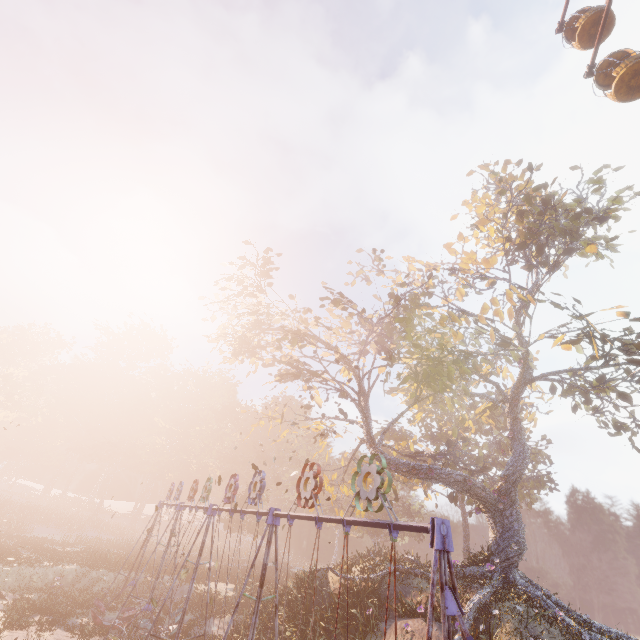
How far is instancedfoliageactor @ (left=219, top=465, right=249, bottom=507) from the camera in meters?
44.0 m

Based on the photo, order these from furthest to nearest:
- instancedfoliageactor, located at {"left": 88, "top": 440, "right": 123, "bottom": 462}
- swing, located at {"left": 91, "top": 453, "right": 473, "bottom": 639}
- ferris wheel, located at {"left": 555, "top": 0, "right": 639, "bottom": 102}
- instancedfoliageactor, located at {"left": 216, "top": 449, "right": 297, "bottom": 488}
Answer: instancedfoliageactor, located at {"left": 88, "top": 440, "right": 123, "bottom": 462}
instancedfoliageactor, located at {"left": 216, "top": 449, "right": 297, "bottom": 488}
ferris wheel, located at {"left": 555, "top": 0, "right": 639, "bottom": 102}
swing, located at {"left": 91, "top": 453, "right": 473, "bottom": 639}

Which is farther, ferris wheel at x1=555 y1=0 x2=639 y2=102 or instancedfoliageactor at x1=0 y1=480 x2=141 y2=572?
instancedfoliageactor at x1=0 y1=480 x2=141 y2=572

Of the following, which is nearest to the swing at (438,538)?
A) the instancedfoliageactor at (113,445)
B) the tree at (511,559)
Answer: the tree at (511,559)

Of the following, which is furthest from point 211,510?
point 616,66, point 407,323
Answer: point 616,66

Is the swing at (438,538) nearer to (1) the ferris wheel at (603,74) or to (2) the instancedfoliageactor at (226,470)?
(1) the ferris wheel at (603,74)
